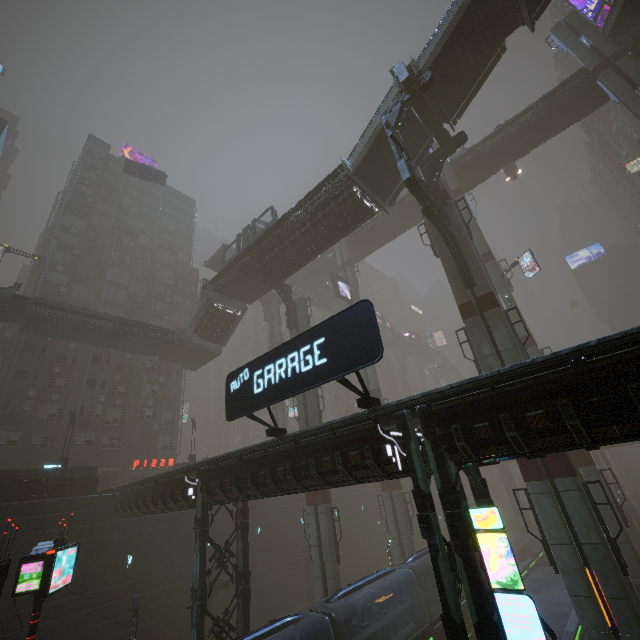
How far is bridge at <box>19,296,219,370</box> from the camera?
28.06m

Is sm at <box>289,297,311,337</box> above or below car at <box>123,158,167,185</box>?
below

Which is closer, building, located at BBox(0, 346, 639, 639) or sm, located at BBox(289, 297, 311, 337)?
building, located at BBox(0, 346, 639, 639)

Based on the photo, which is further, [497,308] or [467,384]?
[497,308]

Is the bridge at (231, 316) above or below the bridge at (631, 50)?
below

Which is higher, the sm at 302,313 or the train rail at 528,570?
the sm at 302,313

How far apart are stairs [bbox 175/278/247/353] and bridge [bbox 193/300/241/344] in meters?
0.0

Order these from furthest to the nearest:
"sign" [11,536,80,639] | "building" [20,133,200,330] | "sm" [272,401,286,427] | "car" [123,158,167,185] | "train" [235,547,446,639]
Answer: "sm" [272,401,286,427]
"building" [20,133,200,330]
"car" [123,158,167,185]
"train" [235,547,446,639]
"sign" [11,536,80,639]
